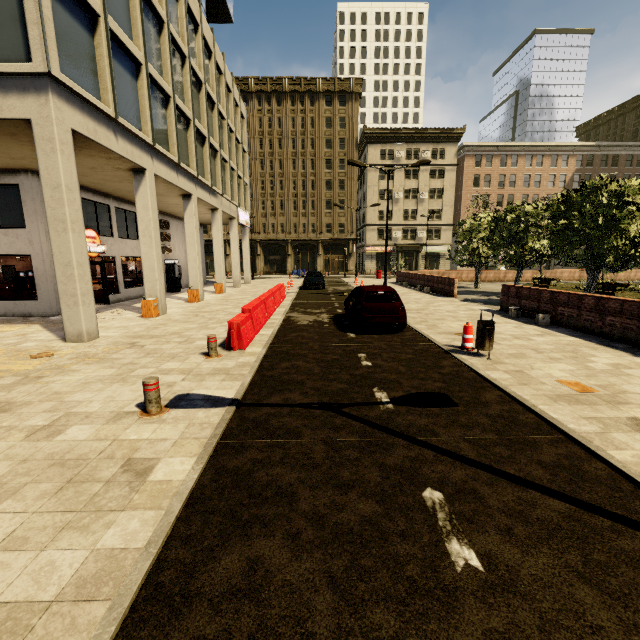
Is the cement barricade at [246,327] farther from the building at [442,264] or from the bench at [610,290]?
the bench at [610,290]

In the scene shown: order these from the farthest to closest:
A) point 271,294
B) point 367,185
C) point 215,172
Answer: point 367,185 < point 215,172 < point 271,294

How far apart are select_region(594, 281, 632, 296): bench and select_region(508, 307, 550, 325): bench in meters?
10.3 m

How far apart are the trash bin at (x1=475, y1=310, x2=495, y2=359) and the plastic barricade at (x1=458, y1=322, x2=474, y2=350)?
0.24m

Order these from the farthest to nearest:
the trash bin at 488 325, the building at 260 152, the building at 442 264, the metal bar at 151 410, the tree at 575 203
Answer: the building at 442 264
the tree at 575 203
the building at 260 152
the trash bin at 488 325
the metal bar at 151 410

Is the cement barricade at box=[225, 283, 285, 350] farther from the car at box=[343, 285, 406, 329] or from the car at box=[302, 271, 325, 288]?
the car at box=[302, 271, 325, 288]

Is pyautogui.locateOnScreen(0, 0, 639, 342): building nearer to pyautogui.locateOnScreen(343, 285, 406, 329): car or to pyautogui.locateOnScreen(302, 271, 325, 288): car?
pyautogui.locateOnScreen(302, 271, 325, 288): car

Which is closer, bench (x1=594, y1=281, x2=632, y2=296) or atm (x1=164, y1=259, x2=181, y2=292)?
bench (x1=594, y1=281, x2=632, y2=296)
